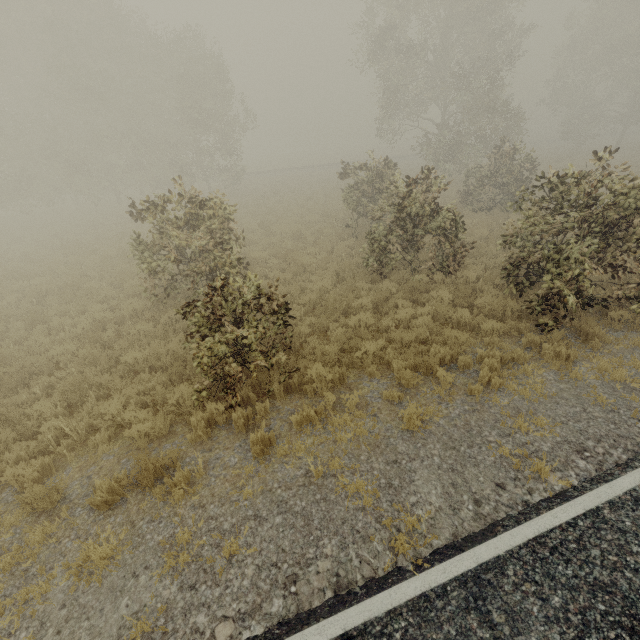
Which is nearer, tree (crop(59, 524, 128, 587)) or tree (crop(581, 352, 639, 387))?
tree (crop(59, 524, 128, 587))

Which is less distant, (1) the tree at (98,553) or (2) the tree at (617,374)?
(1) the tree at (98,553)

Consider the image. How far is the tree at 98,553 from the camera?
4.0 meters

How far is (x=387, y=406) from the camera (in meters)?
6.13

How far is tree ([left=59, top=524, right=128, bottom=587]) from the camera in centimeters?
A: 402cm
